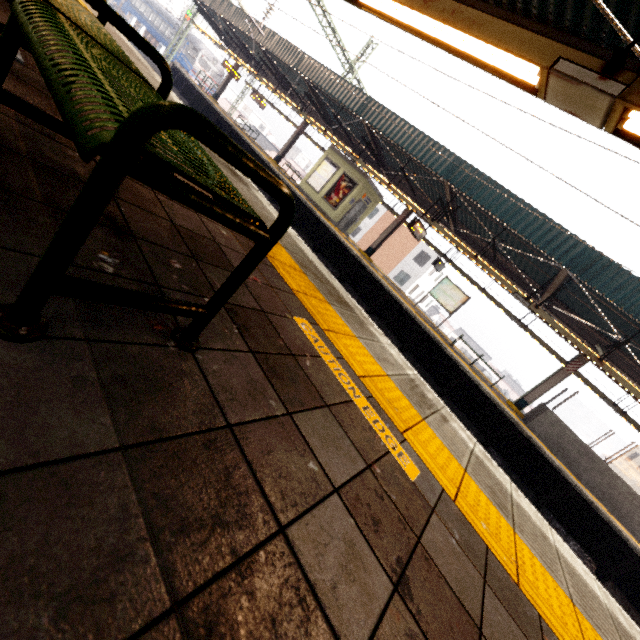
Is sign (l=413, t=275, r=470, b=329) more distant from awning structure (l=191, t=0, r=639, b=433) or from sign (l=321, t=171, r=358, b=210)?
sign (l=321, t=171, r=358, b=210)

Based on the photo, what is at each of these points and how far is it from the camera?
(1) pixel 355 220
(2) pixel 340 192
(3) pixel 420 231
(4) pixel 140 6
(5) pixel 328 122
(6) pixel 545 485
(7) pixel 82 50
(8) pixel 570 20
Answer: (1) elevator, 18.3m
(2) sign, 17.0m
(3) sign, 13.3m
(4) train, 40.7m
(5) awning structure, 18.5m
(6) platform underside, 9.7m
(7) bench, 1.0m
(8) awning structure, 4.1m

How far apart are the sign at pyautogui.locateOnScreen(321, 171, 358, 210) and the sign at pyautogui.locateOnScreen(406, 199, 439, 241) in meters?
4.8 m

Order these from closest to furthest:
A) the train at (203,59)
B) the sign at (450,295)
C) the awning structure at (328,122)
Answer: the awning structure at (328,122) < the sign at (450,295) < the train at (203,59)

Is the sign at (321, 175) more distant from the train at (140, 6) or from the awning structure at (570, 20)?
the train at (140, 6)

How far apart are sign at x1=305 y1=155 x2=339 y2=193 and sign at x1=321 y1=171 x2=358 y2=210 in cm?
27

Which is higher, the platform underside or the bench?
the bench

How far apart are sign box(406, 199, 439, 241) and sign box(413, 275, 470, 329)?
2.2 meters
